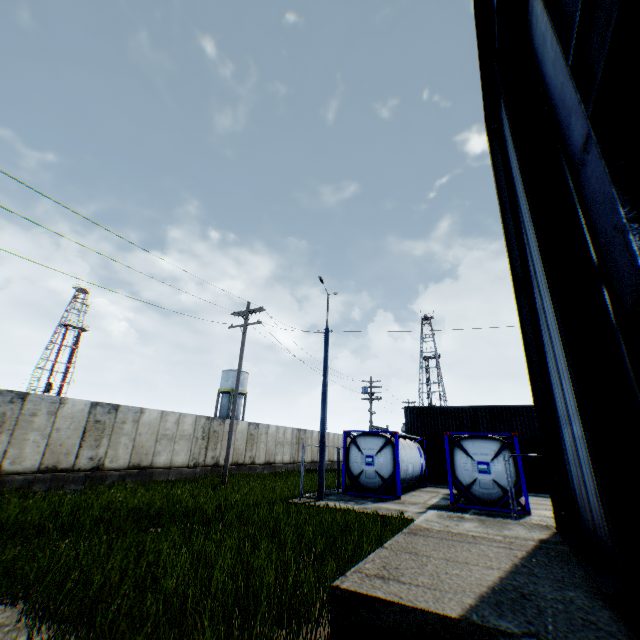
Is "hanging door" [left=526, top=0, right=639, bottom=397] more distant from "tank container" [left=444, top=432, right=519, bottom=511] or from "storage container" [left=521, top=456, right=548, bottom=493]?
"storage container" [left=521, top=456, right=548, bottom=493]

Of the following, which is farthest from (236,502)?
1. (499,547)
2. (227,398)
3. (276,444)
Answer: (227,398)

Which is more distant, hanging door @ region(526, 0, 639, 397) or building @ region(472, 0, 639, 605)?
building @ region(472, 0, 639, 605)

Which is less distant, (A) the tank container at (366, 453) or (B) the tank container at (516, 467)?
(B) the tank container at (516, 467)

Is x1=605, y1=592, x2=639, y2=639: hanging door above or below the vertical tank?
below

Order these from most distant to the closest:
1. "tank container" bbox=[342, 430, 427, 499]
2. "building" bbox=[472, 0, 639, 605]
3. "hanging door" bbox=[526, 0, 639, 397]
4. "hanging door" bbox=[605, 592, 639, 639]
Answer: "tank container" bbox=[342, 430, 427, 499]
"building" bbox=[472, 0, 639, 605]
"hanging door" bbox=[605, 592, 639, 639]
"hanging door" bbox=[526, 0, 639, 397]

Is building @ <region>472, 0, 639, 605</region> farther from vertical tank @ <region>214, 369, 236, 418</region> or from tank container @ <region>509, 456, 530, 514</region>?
vertical tank @ <region>214, 369, 236, 418</region>

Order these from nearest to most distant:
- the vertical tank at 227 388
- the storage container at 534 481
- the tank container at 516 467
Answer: the tank container at 516 467 → the storage container at 534 481 → the vertical tank at 227 388
